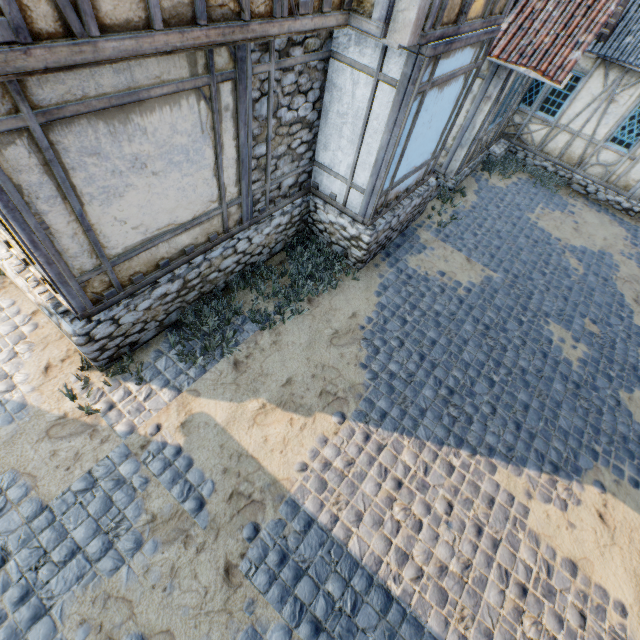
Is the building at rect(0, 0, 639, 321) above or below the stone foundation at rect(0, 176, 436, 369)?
above

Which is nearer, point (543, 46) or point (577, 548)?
point (577, 548)

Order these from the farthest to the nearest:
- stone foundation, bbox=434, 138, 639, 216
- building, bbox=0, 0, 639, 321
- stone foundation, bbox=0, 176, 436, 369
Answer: stone foundation, bbox=434, 138, 639, 216 → stone foundation, bbox=0, 176, 436, 369 → building, bbox=0, 0, 639, 321

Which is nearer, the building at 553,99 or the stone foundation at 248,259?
the building at 553,99

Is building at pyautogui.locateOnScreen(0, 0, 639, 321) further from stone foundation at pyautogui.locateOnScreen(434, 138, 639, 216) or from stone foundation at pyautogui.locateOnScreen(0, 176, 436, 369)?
stone foundation at pyautogui.locateOnScreen(434, 138, 639, 216)

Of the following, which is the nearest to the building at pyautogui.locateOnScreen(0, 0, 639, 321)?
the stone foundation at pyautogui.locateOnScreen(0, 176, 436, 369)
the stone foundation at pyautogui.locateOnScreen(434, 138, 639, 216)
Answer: the stone foundation at pyautogui.locateOnScreen(0, 176, 436, 369)

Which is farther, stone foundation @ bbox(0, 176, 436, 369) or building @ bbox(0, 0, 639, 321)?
stone foundation @ bbox(0, 176, 436, 369)

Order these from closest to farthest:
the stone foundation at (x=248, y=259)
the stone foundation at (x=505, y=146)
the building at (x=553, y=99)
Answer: the building at (x=553, y=99), the stone foundation at (x=248, y=259), the stone foundation at (x=505, y=146)
